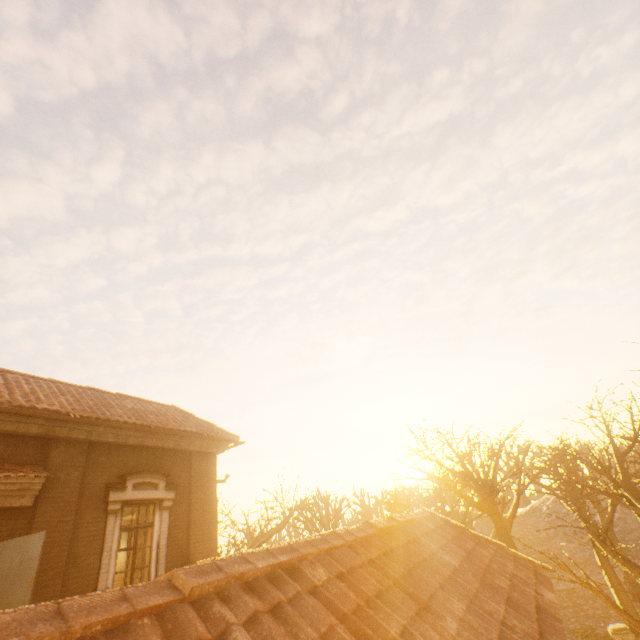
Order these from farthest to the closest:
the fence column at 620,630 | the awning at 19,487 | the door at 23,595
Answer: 1. the fence column at 620,630
2. the awning at 19,487
3. the door at 23,595

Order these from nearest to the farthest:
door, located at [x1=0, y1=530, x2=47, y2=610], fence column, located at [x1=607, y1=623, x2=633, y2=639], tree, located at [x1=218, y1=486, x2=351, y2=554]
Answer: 1. door, located at [x1=0, y1=530, x2=47, y2=610]
2. fence column, located at [x1=607, y1=623, x2=633, y2=639]
3. tree, located at [x1=218, y1=486, x2=351, y2=554]

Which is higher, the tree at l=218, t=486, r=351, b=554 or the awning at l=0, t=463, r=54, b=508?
the awning at l=0, t=463, r=54, b=508

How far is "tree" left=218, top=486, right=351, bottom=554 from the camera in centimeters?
1664cm

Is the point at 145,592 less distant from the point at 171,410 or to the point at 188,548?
the point at 188,548

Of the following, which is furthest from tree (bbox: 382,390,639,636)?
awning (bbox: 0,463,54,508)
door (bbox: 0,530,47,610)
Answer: awning (bbox: 0,463,54,508)

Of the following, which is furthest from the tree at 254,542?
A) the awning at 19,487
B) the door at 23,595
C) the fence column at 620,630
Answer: the awning at 19,487

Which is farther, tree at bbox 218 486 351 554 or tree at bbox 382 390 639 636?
tree at bbox 218 486 351 554
